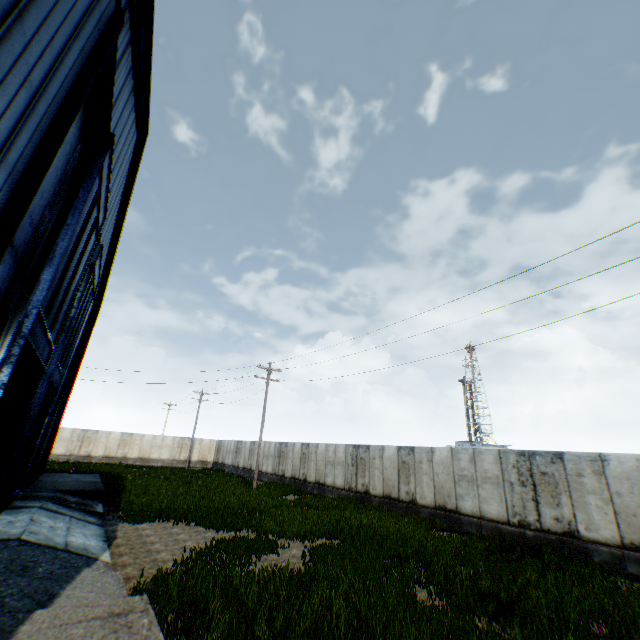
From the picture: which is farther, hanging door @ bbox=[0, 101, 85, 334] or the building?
hanging door @ bbox=[0, 101, 85, 334]

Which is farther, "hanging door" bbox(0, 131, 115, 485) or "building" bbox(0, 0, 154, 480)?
"hanging door" bbox(0, 131, 115, 485)

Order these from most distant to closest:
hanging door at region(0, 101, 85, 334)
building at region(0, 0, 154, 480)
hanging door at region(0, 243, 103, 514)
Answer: hanging door at region(0, 243, 103, 514)
hanging door at region(0, 101, 85, 334)
building at region(0, 0, 154, 480)

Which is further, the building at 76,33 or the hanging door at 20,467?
the hanging door at 20,467

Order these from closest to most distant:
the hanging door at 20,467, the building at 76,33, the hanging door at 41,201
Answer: the building at 76,33 → the hanging door at 41,201 → the hanging door at 20,467

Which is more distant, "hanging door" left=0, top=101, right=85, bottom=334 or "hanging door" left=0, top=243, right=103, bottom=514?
"hanging door" left=0, top=243, right=103, bottom=514

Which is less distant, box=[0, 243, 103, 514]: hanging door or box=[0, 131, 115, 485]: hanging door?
box=[0, 131, 115, 485]: hanging door

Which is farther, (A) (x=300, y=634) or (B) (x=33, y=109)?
(A) (x=300, y=634)
